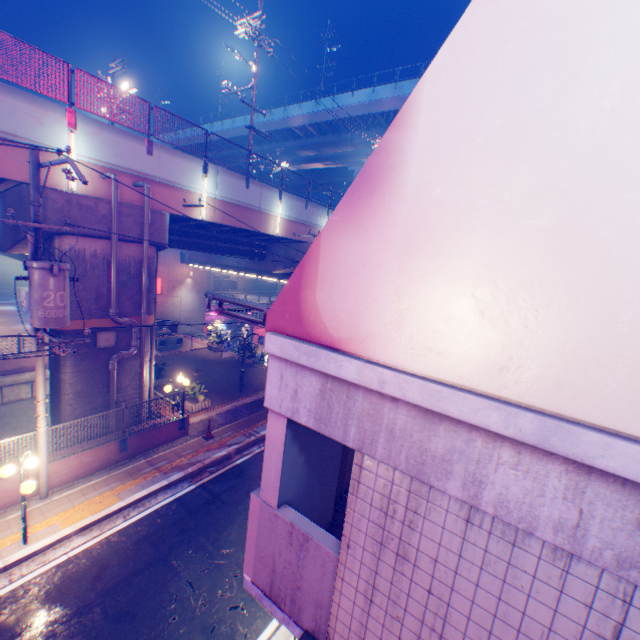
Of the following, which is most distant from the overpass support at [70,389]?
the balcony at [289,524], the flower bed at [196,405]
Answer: the balcony at [289,524]

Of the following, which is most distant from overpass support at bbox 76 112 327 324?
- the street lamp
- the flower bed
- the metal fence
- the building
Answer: the building

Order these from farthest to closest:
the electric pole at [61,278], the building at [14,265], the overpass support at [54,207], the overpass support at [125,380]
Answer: the building at [14,265], the overpass support at [125,380], the overpass support at [54,207], the electric pole at [61,278]

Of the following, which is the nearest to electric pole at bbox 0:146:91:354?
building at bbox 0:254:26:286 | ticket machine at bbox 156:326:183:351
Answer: ticket machine at bbox 156:326:183:351

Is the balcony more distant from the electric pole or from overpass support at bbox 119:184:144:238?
overpass support at bbox 119:184:144:238

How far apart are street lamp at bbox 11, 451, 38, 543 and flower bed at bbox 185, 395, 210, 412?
7.0m

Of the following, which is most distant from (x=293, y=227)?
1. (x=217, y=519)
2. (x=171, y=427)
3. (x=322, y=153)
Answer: (x=322, y=153)

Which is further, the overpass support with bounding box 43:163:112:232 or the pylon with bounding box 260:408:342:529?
the overpass support with bounding box 43:163:112:232
